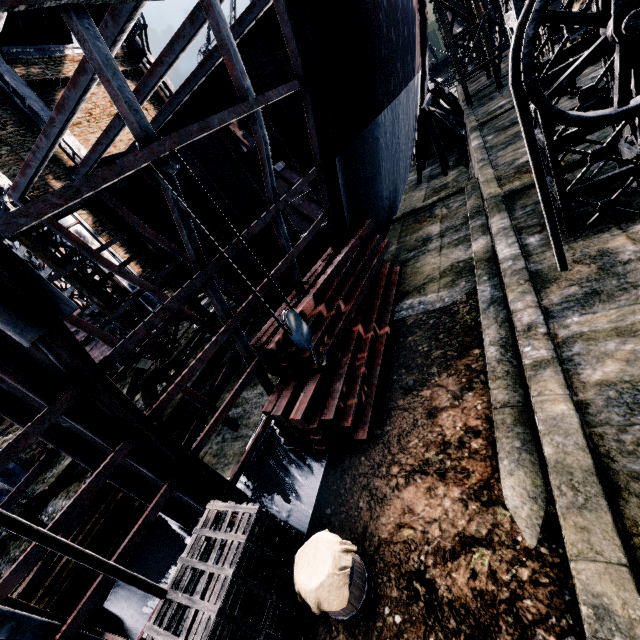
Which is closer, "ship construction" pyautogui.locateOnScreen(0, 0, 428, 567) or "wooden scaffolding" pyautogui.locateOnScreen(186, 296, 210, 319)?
"ship construction" pyautogui.locateOnScreen(0, 0, 428, 567)

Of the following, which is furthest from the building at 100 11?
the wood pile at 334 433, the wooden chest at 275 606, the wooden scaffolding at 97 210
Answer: the wooden chest at 275 606

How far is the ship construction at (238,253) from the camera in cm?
648

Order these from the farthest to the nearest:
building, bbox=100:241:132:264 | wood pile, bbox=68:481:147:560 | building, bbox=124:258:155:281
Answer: building, bbox=124:258:155:281
building, bbox=100:241:132:264
wood pile, bbox=68:481:147:560

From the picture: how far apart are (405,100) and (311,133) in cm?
1064

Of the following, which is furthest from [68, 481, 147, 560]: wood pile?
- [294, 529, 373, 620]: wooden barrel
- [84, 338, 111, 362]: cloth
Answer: [84, 338, 111, 362]: cloth

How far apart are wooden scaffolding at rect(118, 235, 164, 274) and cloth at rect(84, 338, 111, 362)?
7.48m

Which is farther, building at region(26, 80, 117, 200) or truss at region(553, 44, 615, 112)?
building at region(26, 80, 117, 200)
